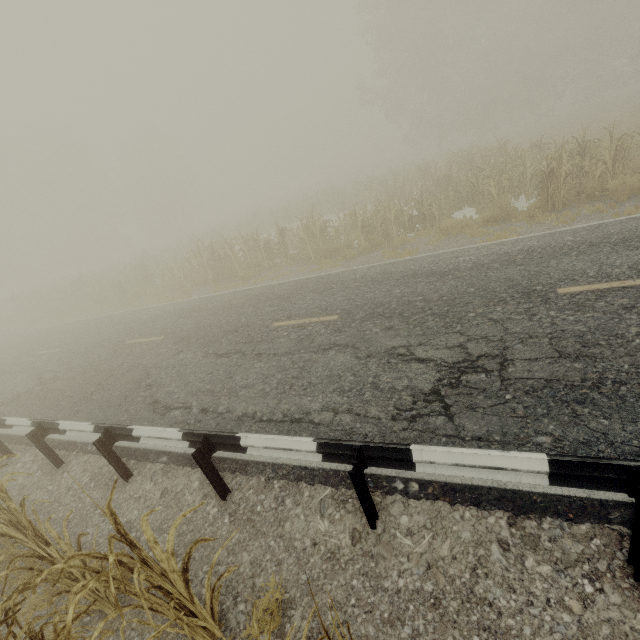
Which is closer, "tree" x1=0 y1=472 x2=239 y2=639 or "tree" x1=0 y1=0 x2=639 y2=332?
"tree" x1=0 y1=472 x2=239 y2=639

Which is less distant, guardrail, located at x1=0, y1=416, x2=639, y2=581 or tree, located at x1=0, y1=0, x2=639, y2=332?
guardrail, located at x1=0, y1=416, x2=639, y2=581

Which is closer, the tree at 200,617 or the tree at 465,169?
the tree at 200,617

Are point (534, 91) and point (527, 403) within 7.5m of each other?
no

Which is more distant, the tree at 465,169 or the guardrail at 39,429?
the tree at 465,169
